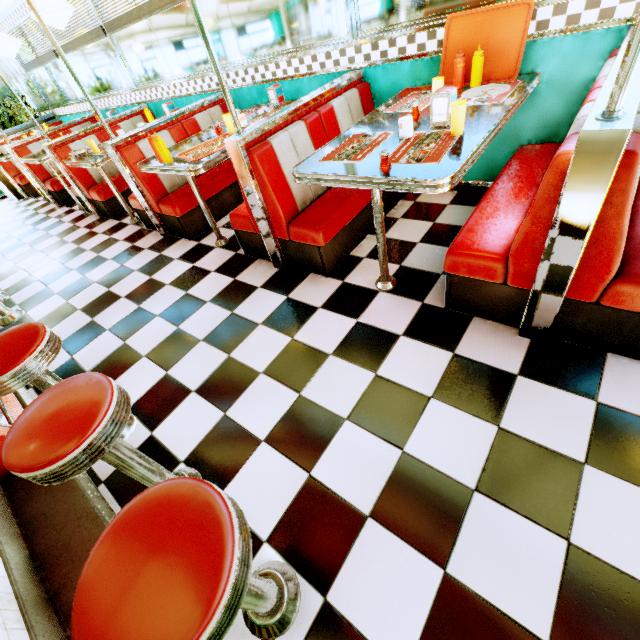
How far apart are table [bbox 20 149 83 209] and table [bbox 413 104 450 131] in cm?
546

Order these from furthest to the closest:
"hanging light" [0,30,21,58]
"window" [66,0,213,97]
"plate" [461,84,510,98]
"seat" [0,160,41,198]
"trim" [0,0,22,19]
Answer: "seat" [0,160,41,198]
"trim" [0,0,22,19]
"hanging light" [0,30,21,58]
"window" [66,0,213,97]
"plate" [461,84,510,98]

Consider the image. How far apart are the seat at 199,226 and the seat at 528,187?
2.9 meters

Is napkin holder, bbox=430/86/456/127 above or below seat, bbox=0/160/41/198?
above

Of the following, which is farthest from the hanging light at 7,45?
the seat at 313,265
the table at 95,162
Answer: the seat at 313,265

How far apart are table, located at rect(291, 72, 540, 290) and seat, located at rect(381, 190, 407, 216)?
0.3 meters

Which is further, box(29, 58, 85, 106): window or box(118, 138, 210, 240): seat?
box(29, 58, 85, 106): window

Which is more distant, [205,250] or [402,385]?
[205,250]
